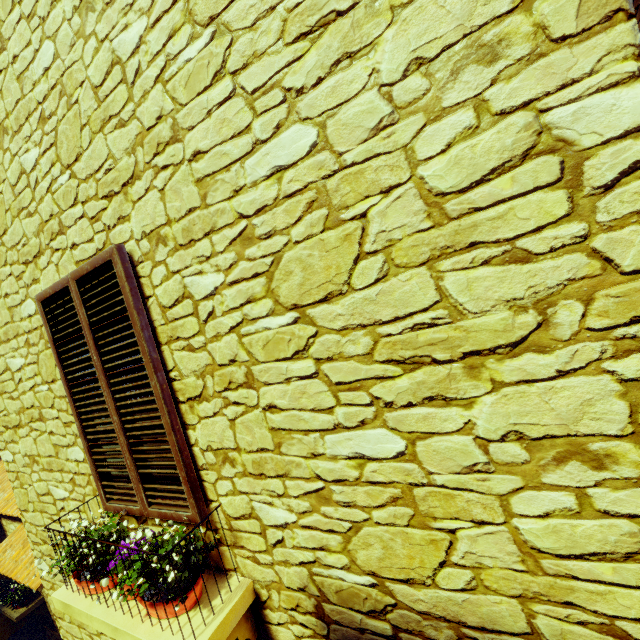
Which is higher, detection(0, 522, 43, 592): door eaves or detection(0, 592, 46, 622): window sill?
detection(0, 522, 43, 592): door eaves

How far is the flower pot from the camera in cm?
184

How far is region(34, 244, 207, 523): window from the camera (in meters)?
1.83

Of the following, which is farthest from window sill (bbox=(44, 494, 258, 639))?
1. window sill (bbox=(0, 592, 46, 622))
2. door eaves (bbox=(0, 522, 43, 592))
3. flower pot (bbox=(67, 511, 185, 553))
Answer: window sill (bbox=(0, 592, 46, 622))

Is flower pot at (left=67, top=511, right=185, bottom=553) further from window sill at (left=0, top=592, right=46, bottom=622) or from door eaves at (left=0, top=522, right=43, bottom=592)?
window sill at (left=0, top=592, right=46, bottom=622)

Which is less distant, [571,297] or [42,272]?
[571,297]

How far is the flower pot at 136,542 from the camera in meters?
1.8 m

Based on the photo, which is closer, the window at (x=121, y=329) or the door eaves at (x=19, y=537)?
the window at (x=121, y=329)
